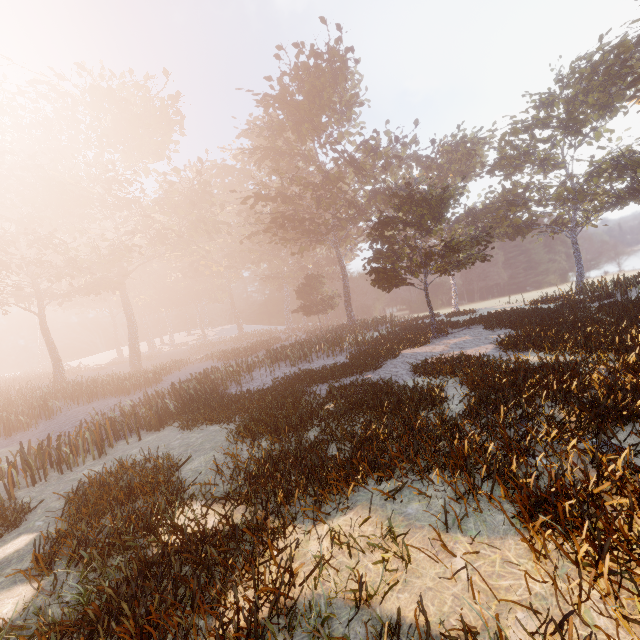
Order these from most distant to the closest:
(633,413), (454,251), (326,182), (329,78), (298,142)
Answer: (298,142) < (329,78) < (326,182) < (454,251) < (633,413)
